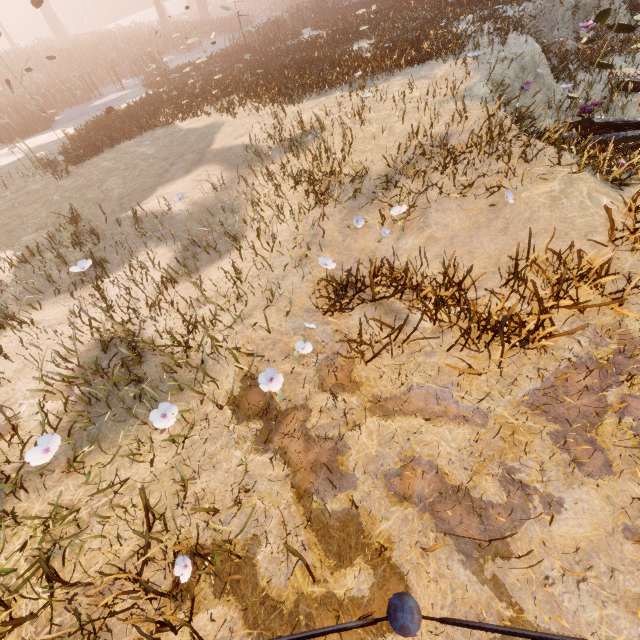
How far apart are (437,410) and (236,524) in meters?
2.0 m

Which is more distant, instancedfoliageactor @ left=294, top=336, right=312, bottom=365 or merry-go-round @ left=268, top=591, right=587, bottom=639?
instancedfoliageactor @ left=294, top=336, right=312, bottom=365

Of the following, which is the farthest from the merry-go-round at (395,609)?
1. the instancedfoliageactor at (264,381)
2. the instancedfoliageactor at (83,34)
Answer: the instancedfoliageactor at (83,34)

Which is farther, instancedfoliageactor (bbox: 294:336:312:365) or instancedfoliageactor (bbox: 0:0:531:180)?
instancedfoliageactor (bbox: 0:0:531:180)

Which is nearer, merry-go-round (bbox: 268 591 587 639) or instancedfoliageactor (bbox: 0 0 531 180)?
merry-go-round (bbox: 268 591 587 639)

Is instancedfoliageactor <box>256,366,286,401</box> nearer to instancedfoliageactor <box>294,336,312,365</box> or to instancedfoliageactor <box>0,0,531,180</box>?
instancedfoliageactor <box>294,336,312,365</box>

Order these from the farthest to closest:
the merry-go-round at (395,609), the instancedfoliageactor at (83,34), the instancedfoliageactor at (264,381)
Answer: the instancedfoliageactor at (83,34) → the instancedfoliageactor at (264,381) → the merry-go-round at (395,609)
